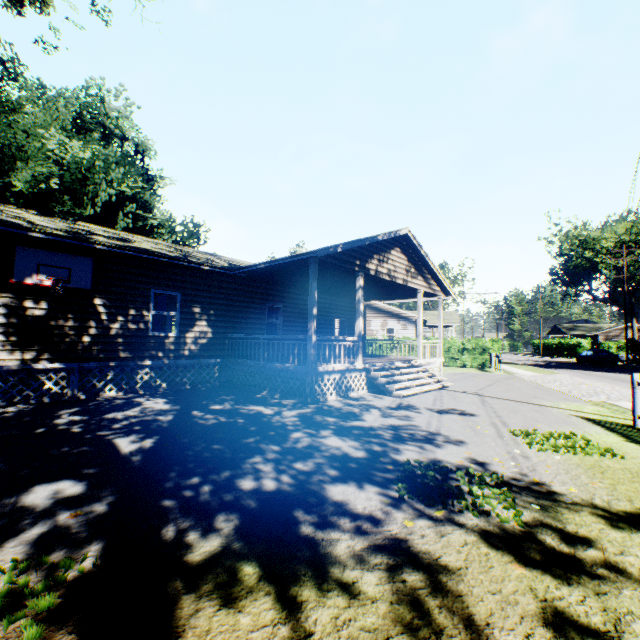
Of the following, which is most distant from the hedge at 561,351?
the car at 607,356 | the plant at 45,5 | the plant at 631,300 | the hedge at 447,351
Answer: the plant at 45,5

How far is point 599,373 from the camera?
23.2 meters

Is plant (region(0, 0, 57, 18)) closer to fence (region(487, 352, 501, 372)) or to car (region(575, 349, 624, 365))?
fence (region(487, 352, 501, 372))

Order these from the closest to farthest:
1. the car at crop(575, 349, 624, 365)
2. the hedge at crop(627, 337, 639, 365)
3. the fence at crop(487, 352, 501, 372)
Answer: the fence at crop(487, 352, 501, 372)
the car at crop(575, 349, 624, 365)
the hedge at crop(627, 337, 639, 365)

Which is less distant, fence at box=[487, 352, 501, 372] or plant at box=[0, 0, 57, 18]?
plant at box=[0, 0, 57, 18]

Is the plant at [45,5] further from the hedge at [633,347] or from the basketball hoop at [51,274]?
the hedge at [633,347]

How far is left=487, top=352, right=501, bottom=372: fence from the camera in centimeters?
2155cm

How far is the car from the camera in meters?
31.8 m
